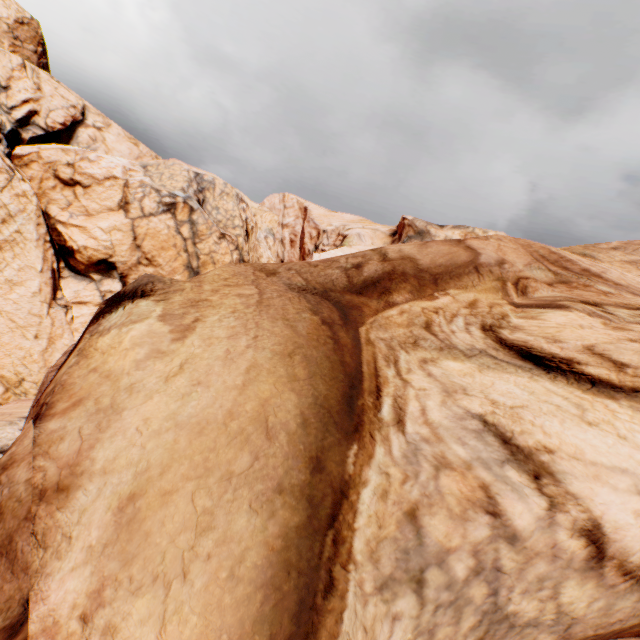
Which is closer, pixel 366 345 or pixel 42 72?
pixel 366 345
